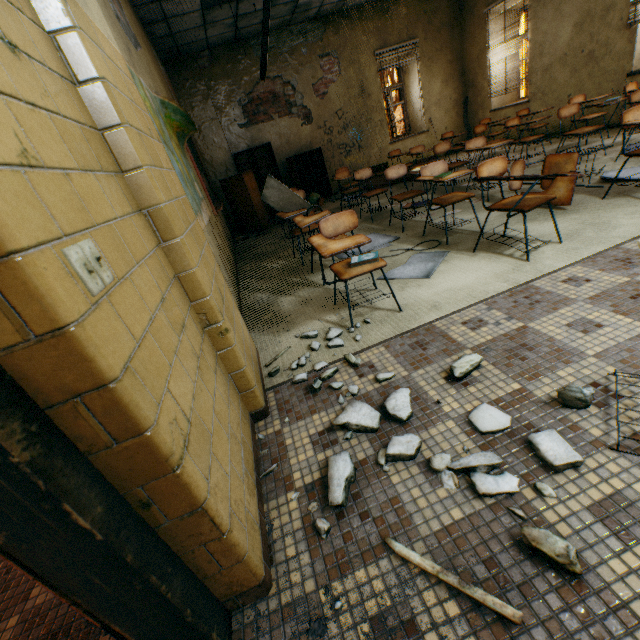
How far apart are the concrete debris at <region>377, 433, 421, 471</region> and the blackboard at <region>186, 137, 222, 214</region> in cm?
458

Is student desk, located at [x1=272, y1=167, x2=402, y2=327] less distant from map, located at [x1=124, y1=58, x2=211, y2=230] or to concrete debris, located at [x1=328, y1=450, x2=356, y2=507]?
map, located at [x1=124, y1=58, x2=211, y2=230]

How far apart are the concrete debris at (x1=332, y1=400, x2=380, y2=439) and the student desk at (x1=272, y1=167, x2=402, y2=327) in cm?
Answer: 183

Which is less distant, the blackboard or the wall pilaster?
the wall pilaster

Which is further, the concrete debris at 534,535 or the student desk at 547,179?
the student desk at 547,179

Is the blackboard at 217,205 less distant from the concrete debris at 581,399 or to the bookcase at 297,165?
the bookcase at 297,165

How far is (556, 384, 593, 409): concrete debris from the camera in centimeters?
135cm

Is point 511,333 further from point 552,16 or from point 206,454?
point 552,16
